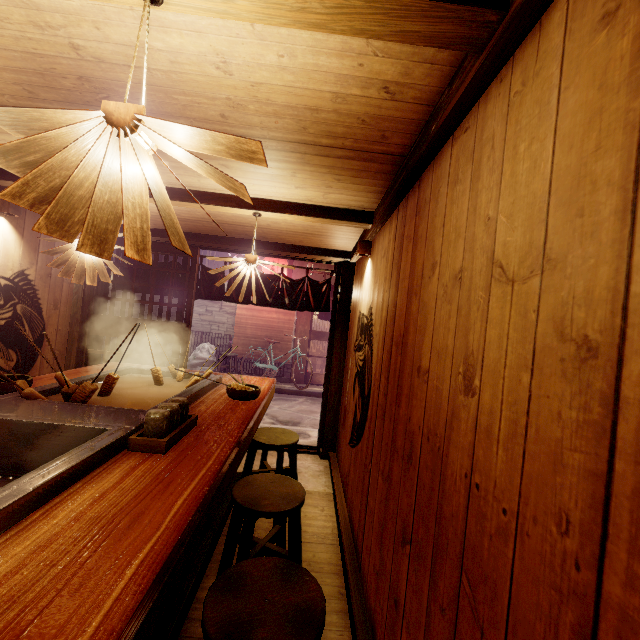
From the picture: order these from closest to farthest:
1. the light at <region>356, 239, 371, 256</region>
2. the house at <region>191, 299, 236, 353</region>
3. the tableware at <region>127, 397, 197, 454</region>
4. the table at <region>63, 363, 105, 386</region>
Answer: the tableware at <region>127, 397, 197, 454</region> < the table at <region>63, 363, 105, 386</region> < the light at <region>356, 239, 371, 256</region> < the house at <region>191, 299, 236, 353</region>

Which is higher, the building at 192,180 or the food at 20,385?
the building at 192,180

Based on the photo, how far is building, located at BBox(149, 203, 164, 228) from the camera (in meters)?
6.35

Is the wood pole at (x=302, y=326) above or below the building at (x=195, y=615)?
above

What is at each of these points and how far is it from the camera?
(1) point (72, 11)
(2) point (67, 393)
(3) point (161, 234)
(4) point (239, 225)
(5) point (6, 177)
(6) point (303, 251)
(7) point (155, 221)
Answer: (1) building, 2.20m
(2) food, 3.58m
(3) wood bar, 7.95m
(4) building, 6.97m
(5) wood bar, 5.06m
(6) wood bar, 8.06m
(7) building, 7.39m

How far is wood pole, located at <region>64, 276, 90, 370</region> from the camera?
8.00m

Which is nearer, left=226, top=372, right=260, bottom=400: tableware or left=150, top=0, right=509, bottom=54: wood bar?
left=150, top=0, right=509, bottom=54: wood bar

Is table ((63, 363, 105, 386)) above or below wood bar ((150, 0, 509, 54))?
below
